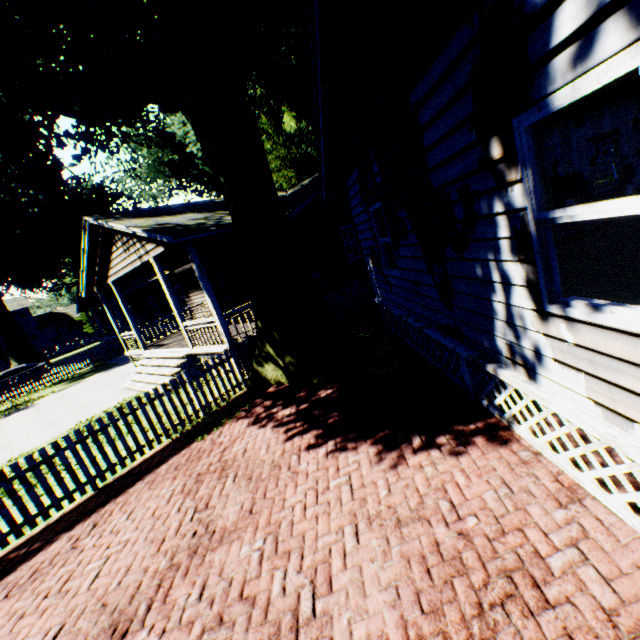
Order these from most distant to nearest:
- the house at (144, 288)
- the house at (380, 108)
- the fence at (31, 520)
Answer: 1. the house at (144, 288)
2. the fence at (31, 520)
3. the house at (380, 108)

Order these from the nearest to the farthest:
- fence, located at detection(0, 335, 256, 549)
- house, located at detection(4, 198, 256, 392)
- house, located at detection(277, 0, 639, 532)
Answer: house, located at detection(277, 0, 639, 532) < fence, located at detection(0, 335, 256, 549) < house, located at detection(4, 198, 256, 392)

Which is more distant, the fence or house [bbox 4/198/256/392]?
house [bbox 4/198/256/392]

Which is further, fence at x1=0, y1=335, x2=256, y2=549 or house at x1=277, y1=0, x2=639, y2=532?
fence at x1=0, y1=335, x2=256, y2=549

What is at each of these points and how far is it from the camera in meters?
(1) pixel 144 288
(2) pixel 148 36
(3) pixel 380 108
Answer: (1) house, 24.9
(2) plant, 4.8
(3) house, 4.9

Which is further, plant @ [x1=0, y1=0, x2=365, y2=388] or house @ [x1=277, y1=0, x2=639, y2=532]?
plant @ [x1=0, y1=0, x2=365, y2=388]

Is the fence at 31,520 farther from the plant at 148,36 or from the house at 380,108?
the house at 380,108

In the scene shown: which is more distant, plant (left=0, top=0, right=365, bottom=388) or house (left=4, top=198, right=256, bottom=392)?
house (left=4, top=198, right=256, bottom=392)
